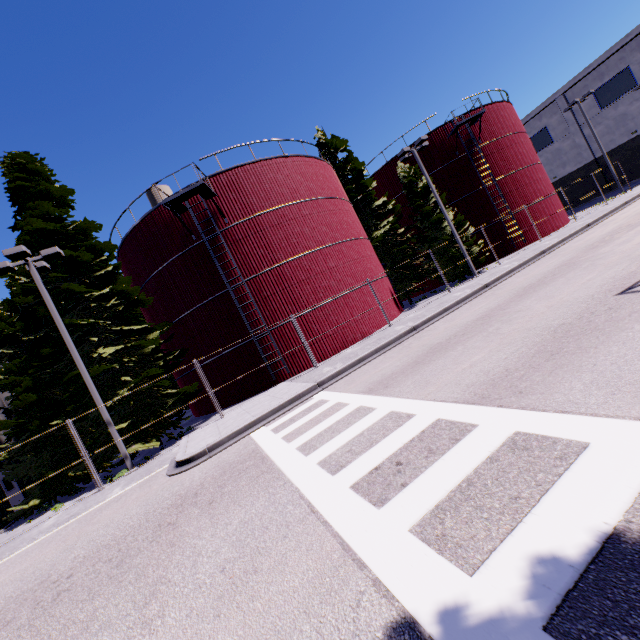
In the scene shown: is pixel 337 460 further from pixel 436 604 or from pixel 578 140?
pixel 578 140

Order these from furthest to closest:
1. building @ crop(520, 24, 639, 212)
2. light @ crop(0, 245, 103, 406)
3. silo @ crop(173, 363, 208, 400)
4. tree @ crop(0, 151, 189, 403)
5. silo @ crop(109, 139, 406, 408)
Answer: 1. building @ crop(520, 24, 639, 212)
2. silo @ crop(173, 363, 208, 400)
3. silo @ crop(109, 139, 406, 408)
4. tree @ crop(0, 151, 189, 403)
5. light @ crop(0, 245, 103, 406)

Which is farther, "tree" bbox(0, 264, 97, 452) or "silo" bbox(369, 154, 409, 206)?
"silo" bbox(369, 154, 409, 206)

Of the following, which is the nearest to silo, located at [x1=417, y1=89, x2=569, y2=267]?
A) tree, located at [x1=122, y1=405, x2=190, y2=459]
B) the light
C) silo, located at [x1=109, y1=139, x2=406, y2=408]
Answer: silo, located at [x1=109, y1=139, x2=406, y2=408]

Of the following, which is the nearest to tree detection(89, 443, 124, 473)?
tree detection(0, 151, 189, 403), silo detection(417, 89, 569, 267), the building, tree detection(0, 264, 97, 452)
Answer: tree detection(0, 151, 189, 403)

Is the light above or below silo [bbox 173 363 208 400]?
above

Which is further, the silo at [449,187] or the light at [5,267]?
the silo at [449,187]

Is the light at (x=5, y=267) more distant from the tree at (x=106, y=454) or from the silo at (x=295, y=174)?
the silo at (x=295, y=174)
